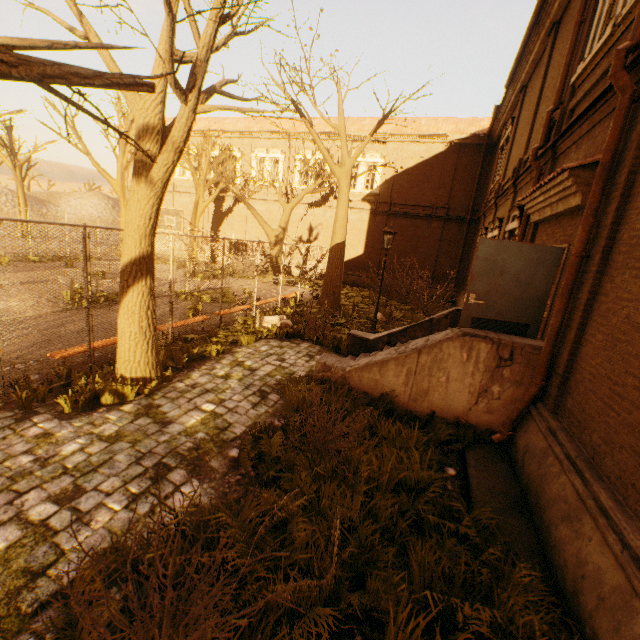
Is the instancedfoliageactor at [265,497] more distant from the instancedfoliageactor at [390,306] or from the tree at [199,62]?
the instancedfoliageactor at [390,306]

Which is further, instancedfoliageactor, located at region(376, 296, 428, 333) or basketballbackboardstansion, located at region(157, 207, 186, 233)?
basketballbackboardstansion, located at region(157, 207, 186, 233)

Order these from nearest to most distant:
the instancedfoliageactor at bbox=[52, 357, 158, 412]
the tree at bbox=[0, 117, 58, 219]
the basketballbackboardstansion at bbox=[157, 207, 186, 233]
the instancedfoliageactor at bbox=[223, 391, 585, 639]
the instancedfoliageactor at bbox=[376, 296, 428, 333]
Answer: the instancedfoliageactor at bbox=[223, 391, 585, 639], the instancedfoliageactor at bbox=[52, 357, 158, 412], the instancedfoliageactor at bbox=[376, 296, 428, 333], the basketballbackboardstansion at bbox=[157, 207, 186, 233], the tree at bbox=[0, 117, 58, 219]

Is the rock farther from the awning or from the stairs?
the awning

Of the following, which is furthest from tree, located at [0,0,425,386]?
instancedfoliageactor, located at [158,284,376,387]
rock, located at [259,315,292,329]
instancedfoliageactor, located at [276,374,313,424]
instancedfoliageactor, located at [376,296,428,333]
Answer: rock, located at [259,315,292,329]

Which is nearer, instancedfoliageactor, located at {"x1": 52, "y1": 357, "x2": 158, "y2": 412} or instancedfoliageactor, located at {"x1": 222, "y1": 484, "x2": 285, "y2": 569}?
instancedfoliageactor, located at {"x1": 222, "y1": 484, "x2": 285, "y2": 569}

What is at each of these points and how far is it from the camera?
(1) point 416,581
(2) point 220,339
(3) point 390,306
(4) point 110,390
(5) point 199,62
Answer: (1) instancedfoliageactor, 3.0 meters
(2) instancedfoliageactor, 9.0 meters
(3) instancedfoliageactor, 17.1 meters
(4) instancedfoliageactor, 5.6 meters
(5) tree, 3.9 meters

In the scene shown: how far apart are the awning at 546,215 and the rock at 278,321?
7.22m
